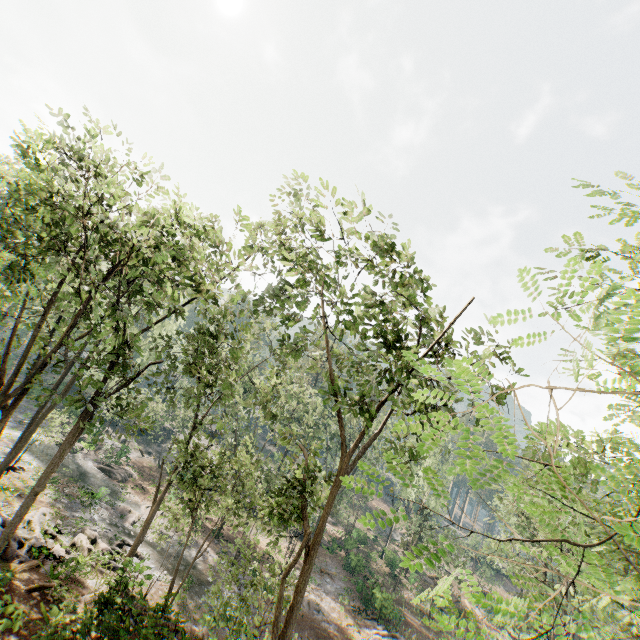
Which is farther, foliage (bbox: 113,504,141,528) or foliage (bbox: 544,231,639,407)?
foliage (bbox: 113,504,141,528)

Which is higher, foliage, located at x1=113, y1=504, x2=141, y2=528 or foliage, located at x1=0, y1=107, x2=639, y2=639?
foliage, located at x1=0, y1=107, x2=639, y2=639

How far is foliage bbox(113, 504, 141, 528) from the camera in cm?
2831

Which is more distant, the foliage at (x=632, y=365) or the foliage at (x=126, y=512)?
the foliage at (x=126, y=512)

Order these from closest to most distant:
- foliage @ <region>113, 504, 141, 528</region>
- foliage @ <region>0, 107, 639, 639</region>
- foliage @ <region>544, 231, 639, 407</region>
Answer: foliage @ <region>544, 231, 639, 407</region>, foliage @ <region>0, 107, 639, 639</region>, foliage @ <region>113, 504, 141, 528</region>

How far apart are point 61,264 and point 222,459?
13.8 meters

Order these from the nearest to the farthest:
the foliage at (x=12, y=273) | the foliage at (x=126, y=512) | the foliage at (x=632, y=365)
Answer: the foliage at (x=632, y=365) < the foliage at (x=12, y=273) < the foliage at (x=126, y=512)
